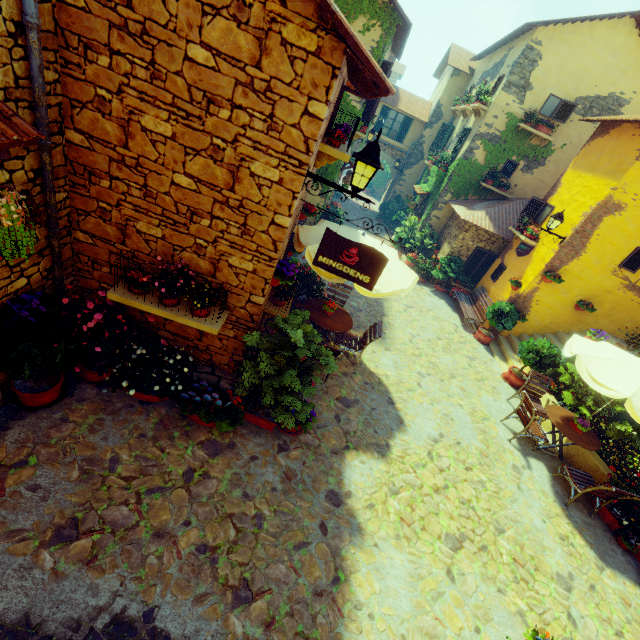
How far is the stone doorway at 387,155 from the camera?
21.8 meters

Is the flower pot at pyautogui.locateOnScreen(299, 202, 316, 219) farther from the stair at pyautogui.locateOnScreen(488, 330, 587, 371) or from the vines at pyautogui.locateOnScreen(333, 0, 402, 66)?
the stair at pyautogui.locateOnScreen(488, 330, 587, 371)

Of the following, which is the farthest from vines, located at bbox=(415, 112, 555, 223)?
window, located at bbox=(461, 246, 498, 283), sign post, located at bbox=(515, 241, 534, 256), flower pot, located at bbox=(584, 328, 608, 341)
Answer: flower pot, located at bbox=(584, 328, 608, 341)

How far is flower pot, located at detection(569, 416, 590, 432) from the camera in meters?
7.0

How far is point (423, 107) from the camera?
21.2 meters

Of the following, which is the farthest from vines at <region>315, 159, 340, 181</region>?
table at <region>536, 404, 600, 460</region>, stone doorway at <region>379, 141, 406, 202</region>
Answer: table at <region>536, 404, 600, 460</region>

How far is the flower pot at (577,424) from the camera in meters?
7.0

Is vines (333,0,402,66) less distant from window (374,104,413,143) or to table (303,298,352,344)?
window (374,104,413,143)
